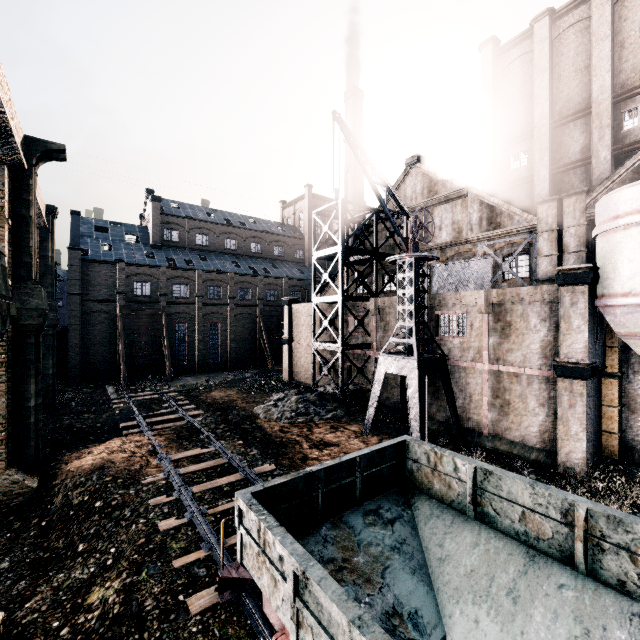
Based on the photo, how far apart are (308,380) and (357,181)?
29.25m

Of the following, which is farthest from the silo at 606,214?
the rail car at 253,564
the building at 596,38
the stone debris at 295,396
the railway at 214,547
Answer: the stone debris at 295,396

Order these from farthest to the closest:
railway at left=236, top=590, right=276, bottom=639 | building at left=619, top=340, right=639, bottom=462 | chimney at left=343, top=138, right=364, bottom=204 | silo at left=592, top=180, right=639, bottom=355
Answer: chimney at left=343, top=138, right=364, bottom=204
building at left=619, top=340, right=639, bottom=462
silo at left=592, top=180, right=639, bottom=355
railway at left=236, top=590, right=276, bottom=639

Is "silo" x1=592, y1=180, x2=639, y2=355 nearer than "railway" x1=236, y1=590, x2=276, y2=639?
No

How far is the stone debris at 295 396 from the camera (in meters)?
22.66

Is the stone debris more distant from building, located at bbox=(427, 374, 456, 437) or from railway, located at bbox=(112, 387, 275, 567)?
railway, located at bbox=(112, 387, 275, 567)

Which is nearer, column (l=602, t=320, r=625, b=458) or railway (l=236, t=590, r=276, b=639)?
railway (l=236, t=590, r=276, b=639)

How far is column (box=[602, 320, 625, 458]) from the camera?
17.3m
